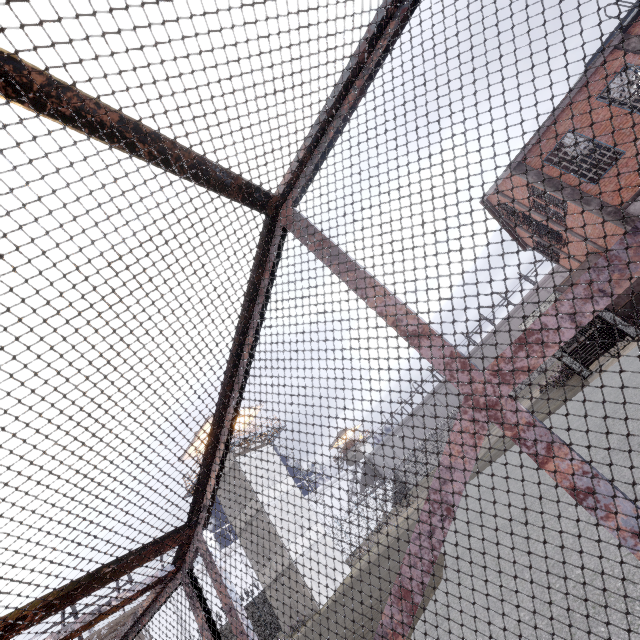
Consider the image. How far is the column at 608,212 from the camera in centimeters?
1370cm

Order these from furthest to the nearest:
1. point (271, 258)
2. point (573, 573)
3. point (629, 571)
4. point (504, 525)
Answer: point (504, 525) → point (573, 573) → point (629, 571) → point (271, 258)

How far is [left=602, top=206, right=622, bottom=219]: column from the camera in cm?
1370

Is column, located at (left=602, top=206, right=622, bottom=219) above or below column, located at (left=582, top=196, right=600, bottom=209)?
below

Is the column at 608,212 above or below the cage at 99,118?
above

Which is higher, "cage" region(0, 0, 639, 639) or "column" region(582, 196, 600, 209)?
"column" region(582, 196, 600, 209)
